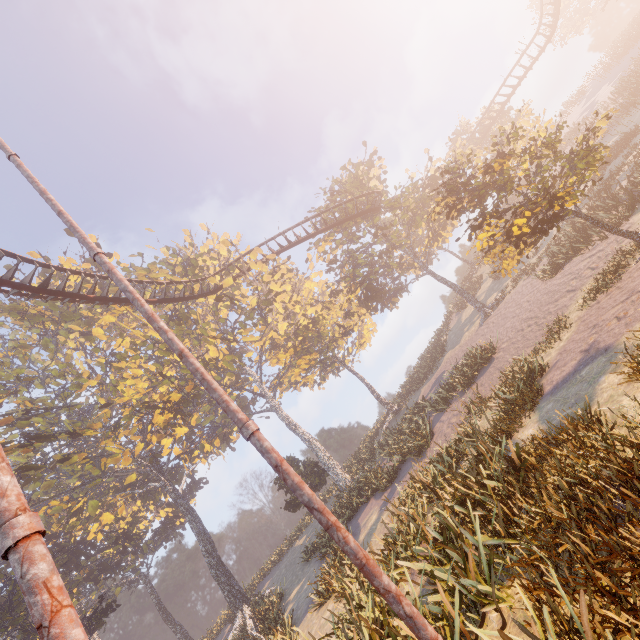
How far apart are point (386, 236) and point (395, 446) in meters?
16.1

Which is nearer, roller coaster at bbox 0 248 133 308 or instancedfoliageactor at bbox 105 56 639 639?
instancedfoliageactor at bbox 105 56 639 639

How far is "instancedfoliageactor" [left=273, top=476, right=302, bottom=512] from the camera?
27.4 meters

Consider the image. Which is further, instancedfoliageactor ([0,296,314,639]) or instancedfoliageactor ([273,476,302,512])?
instancedfoliageactor ([273,476,302,512])

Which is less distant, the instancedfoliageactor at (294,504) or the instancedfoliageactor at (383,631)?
the instancedfoliageactor at (383,631)

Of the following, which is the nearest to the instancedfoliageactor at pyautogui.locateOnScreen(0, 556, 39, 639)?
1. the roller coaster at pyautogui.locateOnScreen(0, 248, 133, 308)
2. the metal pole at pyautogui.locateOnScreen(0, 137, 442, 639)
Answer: the metal pole at pyautogui.locateOnScreen(0, 137, 442, 639)

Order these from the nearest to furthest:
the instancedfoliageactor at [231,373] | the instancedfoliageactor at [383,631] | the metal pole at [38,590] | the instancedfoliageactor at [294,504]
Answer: the metal pole at [38,590]
the instancedfoliageactor at [231,373]
the instancedfoliageactor at [383,631]
the instancedfoliageactor at [294,504]
